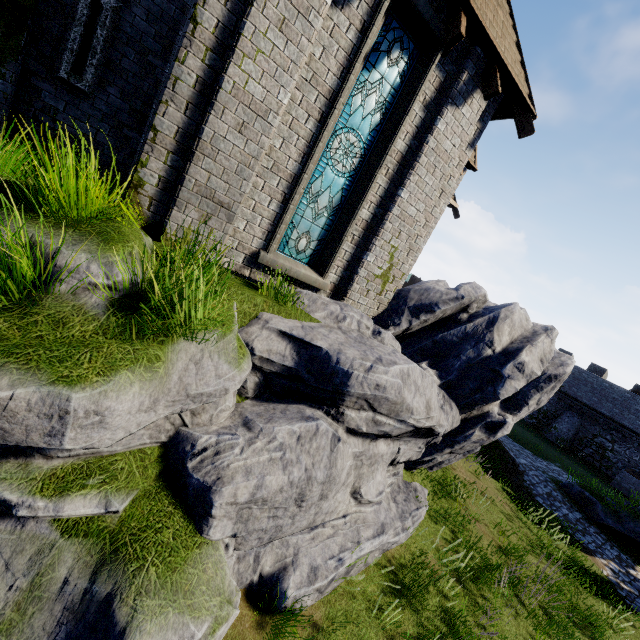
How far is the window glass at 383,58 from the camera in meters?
5.8

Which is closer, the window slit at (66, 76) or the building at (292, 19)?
the building at (292, 19)

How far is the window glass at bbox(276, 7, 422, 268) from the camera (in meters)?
5.82

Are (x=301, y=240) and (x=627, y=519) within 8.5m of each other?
no

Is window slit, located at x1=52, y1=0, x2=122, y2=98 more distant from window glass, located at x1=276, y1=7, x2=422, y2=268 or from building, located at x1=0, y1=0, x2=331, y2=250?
window glass, located at x1=276, y1=7, x2=422, y2=268

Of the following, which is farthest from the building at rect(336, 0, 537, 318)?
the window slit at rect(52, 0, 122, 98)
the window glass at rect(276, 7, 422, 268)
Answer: the window glass at rect(276, 7, 422, 268)
